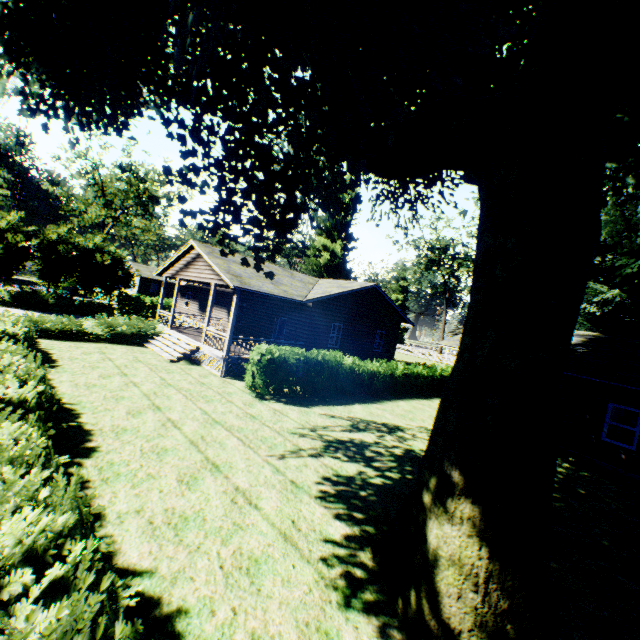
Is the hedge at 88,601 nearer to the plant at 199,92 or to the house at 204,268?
the plant at 199,92

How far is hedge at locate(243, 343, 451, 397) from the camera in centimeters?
1353cm

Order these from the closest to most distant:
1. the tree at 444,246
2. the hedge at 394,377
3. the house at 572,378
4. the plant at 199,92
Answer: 1. the plant at 199,92
2. the house at 572,378
3. the hedge at 394,377
4. the tree at 444,246

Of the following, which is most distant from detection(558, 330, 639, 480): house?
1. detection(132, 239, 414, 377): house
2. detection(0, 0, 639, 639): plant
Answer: detection(132, 239, 414, 377): house

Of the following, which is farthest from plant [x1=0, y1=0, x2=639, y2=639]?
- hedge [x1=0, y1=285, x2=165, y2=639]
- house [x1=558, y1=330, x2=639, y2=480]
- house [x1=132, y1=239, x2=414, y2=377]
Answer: house [x1=558, y1=330, x2=639, y2=480]

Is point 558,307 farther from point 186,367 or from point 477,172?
point 186,367

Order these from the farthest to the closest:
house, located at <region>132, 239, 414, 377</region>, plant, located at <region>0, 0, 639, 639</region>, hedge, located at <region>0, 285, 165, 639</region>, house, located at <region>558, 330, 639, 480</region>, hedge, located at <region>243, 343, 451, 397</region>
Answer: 1. house, located at <region>132, 239, 414, 377</region>
2. hedge, located at <region>243, 343, 451, 397</region>
3. house, located at <region>558, 330, 639, 480</region>
4. plant, located at <region>0, 0, 639, 639</region>
5. hedge, located at <region>0, 285, 165, 639</region>

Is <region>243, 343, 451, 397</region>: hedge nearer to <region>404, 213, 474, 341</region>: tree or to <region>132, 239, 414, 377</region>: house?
<region>404, 213, 474, 341</region>: tree
